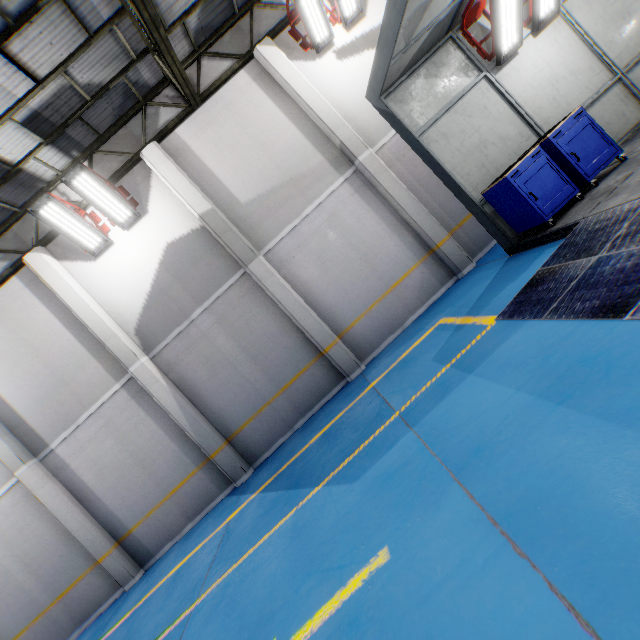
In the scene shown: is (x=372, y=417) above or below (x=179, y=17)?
below

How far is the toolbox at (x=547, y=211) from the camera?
5.5m

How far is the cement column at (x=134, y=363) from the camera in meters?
8.2 m

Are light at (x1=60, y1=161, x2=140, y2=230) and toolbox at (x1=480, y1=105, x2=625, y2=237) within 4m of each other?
no

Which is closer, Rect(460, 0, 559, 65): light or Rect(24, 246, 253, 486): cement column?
Rect(460, 0, 559, 65): light

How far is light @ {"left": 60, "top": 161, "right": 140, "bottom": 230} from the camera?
7.3 meters

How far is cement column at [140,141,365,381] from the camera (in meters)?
8.21

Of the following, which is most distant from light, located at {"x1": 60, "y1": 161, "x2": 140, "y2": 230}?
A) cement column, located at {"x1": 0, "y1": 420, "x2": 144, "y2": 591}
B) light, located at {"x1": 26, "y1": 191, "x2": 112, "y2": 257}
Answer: cement column, located at {"x1": 0, "y1": 420, "x2": 144, "y2": 591}
